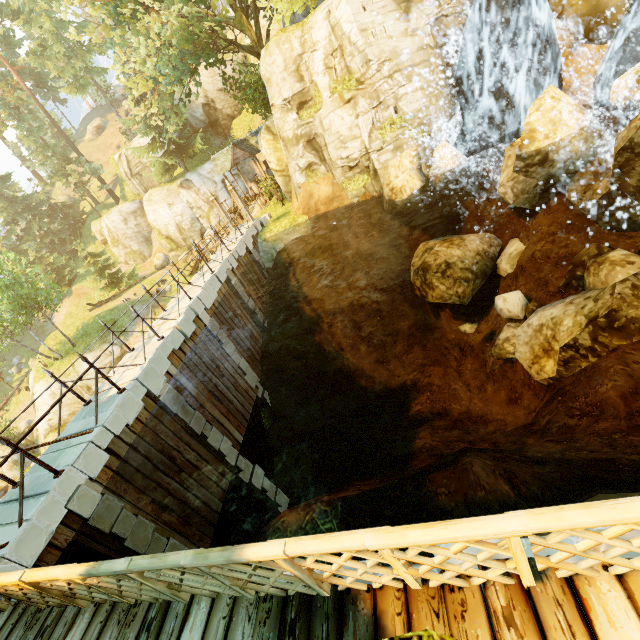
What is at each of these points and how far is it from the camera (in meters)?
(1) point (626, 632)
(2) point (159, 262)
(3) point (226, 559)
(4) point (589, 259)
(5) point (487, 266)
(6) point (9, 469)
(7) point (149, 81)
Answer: (1) wooden platform, 2.05
(2) rock, 38.28
(3) fence, 2.60
(4) rock, 11.12
(5) rock, 14.48
(6) rock, 25.30
(7) tree, 20.31

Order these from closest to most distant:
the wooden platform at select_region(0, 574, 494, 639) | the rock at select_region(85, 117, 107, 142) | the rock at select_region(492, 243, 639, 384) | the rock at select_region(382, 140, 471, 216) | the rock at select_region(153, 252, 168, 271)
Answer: the wooden platform at select_region(0, 574, 494, 639) → the rock at select_region(492, 243, 639, 384) → the rock at select_region(382, 140, 471, 216) → the rock at select_region(153, 252, 168, 271) → the rock at select_region(85, 117, 107, 142)

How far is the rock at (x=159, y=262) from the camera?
38.0m

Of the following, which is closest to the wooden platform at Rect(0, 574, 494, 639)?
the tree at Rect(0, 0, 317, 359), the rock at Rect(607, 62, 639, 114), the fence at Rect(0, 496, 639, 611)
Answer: the fence at Rect(0, 496, 639, 611)

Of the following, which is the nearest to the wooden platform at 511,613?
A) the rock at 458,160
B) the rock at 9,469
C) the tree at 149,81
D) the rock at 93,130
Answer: the tree at 149,81

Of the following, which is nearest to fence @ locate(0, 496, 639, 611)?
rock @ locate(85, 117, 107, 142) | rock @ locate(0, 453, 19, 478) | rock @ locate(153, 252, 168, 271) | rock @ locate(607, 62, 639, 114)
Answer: rock @ locate(607, 62, 639, 114)

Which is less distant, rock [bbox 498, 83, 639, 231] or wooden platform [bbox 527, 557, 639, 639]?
wooden platform [bbox 527, 557, 639, 639]

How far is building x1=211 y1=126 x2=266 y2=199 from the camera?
25.6 meters
